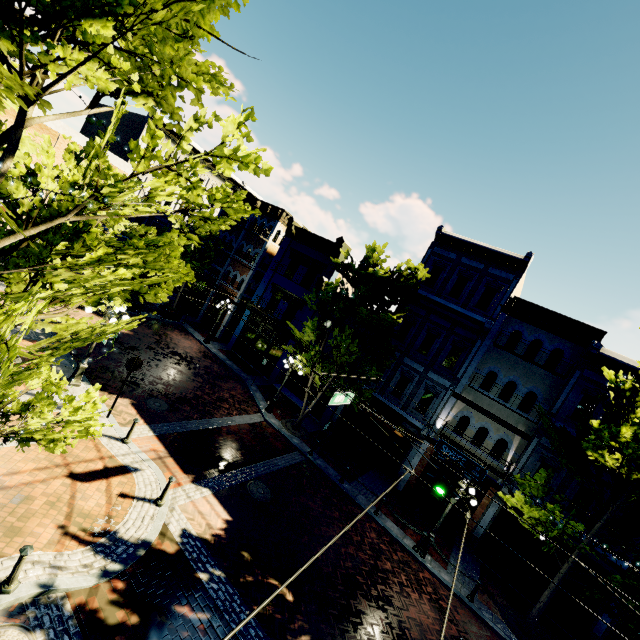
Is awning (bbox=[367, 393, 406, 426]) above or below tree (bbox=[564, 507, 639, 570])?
below

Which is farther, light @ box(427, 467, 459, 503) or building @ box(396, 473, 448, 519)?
building @ box(396, 473, 448, 519)

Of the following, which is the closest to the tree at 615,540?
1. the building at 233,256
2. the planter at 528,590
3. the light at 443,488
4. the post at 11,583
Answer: the building at 233,256

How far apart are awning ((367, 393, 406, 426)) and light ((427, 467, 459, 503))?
7.9m

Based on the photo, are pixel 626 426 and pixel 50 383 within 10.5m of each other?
no

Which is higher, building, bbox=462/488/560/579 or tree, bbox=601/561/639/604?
tree, bbox=601/561/639/604

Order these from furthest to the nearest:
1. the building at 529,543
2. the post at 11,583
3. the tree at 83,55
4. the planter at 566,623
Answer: the building at 529,543
the planter at 566,623
the post at 11,583
the tree at 83,55

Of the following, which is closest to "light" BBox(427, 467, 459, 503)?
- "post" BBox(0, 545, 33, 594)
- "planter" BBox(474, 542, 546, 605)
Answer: "post" BBox(0, 545, 33, 594)
